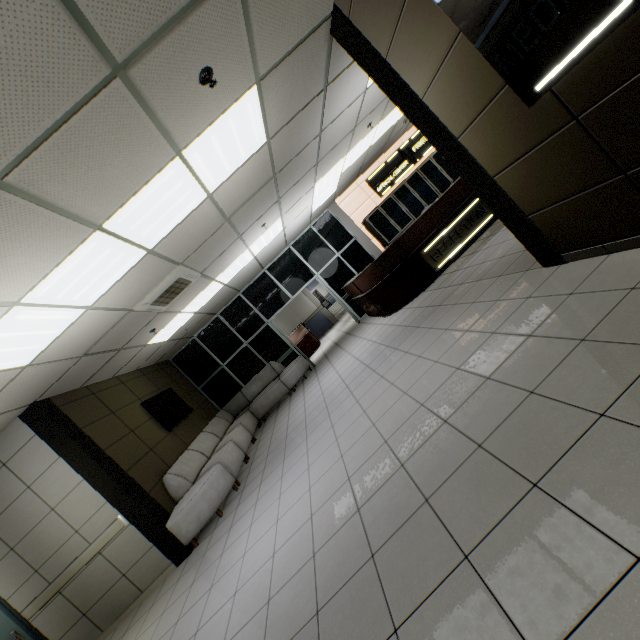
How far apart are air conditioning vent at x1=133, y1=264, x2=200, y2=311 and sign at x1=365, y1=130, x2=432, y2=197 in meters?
6.6 m

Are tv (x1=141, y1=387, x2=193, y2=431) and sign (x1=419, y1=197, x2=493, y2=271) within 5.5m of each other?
no

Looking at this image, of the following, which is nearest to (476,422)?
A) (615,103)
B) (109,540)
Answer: (615,103)

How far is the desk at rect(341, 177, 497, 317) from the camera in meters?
6.7 m

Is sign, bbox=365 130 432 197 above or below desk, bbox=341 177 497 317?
above

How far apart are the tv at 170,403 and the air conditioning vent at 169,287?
2.3m

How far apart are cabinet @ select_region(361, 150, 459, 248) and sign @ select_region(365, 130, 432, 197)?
0.2 meters

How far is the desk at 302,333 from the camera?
12.7m
